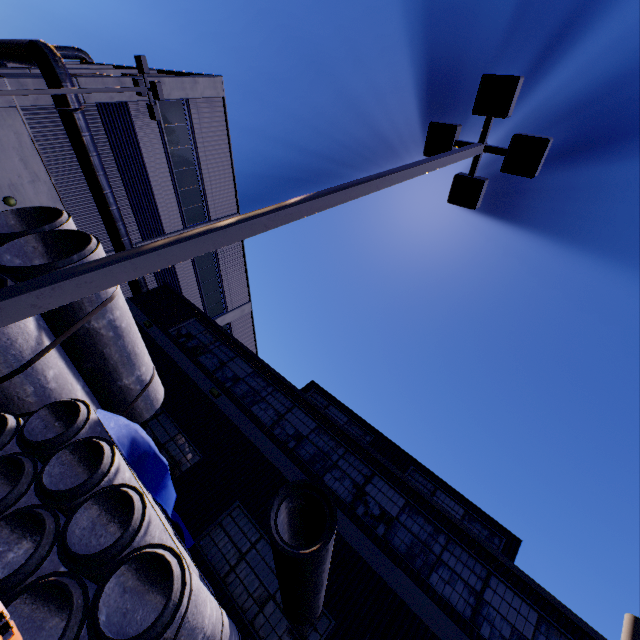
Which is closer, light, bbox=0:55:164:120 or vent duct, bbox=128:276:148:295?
light, bbox=0:55:164:120

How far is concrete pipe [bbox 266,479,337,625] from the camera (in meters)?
4.59

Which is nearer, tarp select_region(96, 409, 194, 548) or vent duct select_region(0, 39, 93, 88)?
tarp select_region(96, 409, 194, 548)

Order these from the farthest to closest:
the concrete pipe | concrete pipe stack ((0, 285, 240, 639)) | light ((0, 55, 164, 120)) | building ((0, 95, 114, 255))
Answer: building ((0, 95, 114, 255)), light ((0, 55, 164, 120)), the concrete pipe, concrete pipe stack ((0, 285, 240, 639))

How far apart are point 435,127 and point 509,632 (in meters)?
12.16

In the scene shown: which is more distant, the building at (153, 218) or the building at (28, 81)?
the building at (153, 218)

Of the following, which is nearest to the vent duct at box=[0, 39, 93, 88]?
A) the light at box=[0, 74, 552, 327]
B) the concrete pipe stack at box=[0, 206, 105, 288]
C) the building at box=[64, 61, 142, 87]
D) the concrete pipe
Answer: the building at box=[64, 61, 142, 87]

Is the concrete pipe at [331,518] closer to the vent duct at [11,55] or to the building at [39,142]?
the building at [39,142]
